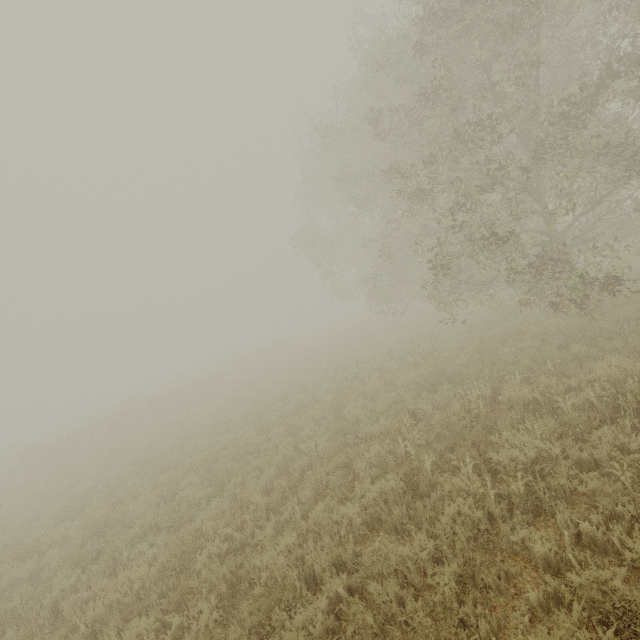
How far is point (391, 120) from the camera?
10.82m
